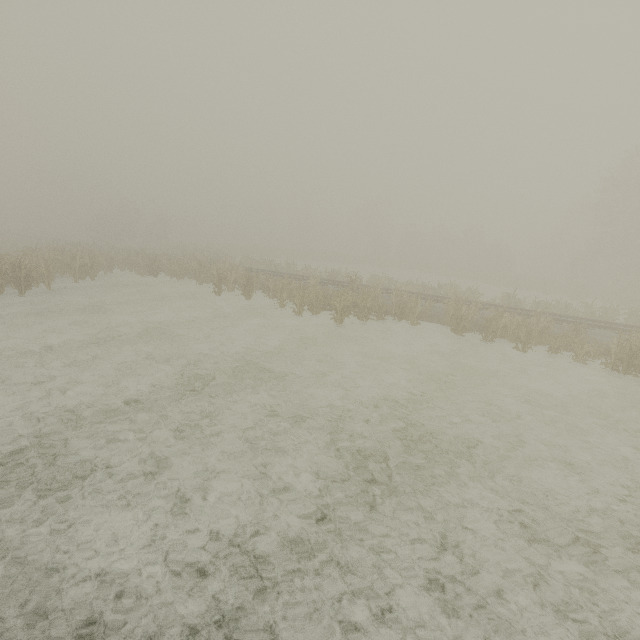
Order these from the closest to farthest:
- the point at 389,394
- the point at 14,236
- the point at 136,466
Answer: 1. the point at 136,466
2. the point at 389,394
3. the point at 14,236
